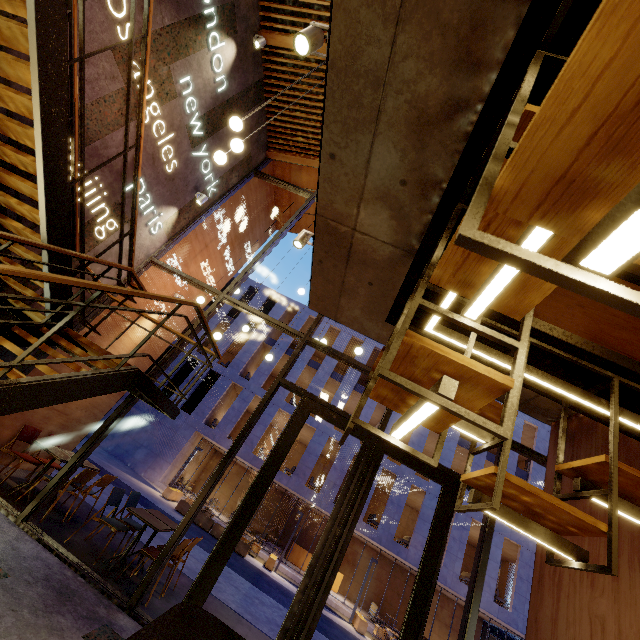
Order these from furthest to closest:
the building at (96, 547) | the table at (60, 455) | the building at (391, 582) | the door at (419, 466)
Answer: the building at (391, 582)
the table at (60, 455)
the building at (96, 547)
the door at (419, 466)

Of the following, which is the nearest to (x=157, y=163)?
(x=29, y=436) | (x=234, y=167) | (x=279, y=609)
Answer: (x=234, y=167)

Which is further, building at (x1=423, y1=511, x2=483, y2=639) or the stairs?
building at (x1=423, y1=511, x2=483, y2=639)

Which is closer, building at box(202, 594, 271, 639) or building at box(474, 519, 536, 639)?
building at box(202, 594, 271, 639)

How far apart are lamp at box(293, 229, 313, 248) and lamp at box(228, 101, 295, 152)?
1.7 meters

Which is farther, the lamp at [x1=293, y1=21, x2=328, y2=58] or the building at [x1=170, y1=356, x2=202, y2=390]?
the building at [x1=170, y1=356, x2=202, y2=390]

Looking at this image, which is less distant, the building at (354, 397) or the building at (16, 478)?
the building at (16, 478)

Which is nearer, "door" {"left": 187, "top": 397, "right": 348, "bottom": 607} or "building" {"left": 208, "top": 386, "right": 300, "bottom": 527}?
"door" {"left": 187, "top": 397, "right": 348, "bottom": 607}
